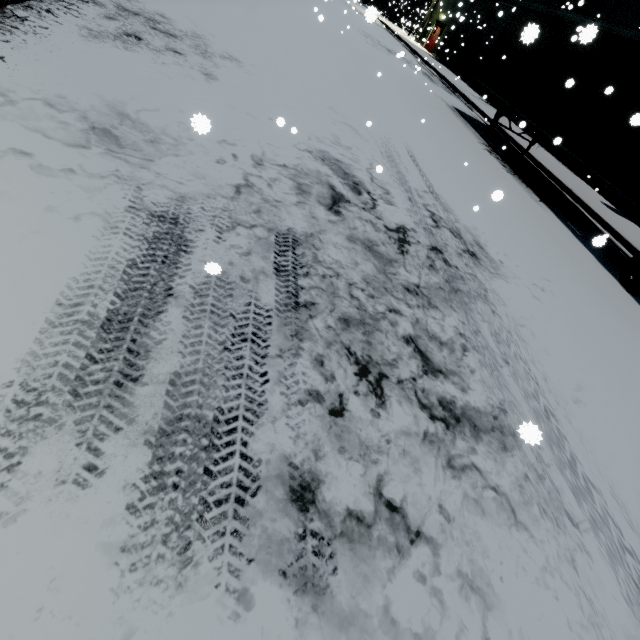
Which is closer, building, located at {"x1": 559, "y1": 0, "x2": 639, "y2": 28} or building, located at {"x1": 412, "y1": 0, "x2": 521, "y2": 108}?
building, located at {"x1": 559, "y1": 0, "x2": 639, "y2": 28}

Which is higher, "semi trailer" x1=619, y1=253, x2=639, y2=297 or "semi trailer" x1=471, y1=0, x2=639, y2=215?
"semi trailer" x1=471, y1=0, x2=639, y2=215

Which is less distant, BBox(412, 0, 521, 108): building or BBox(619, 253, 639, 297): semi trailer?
BBox(619, 253, 639, 297): semi trailer

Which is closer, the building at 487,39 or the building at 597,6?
the building at 597,6

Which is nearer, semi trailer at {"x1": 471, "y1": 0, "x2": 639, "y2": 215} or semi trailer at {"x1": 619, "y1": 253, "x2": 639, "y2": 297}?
semi trailer at {"x1": 619, "y1": 253, "x2": 639, "y2": 297}

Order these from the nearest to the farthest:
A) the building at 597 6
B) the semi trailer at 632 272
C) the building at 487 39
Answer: the semi trailer at 632 272 < the building at 597 6 < the building at 487 39

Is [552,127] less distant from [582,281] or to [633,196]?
[633,196]
